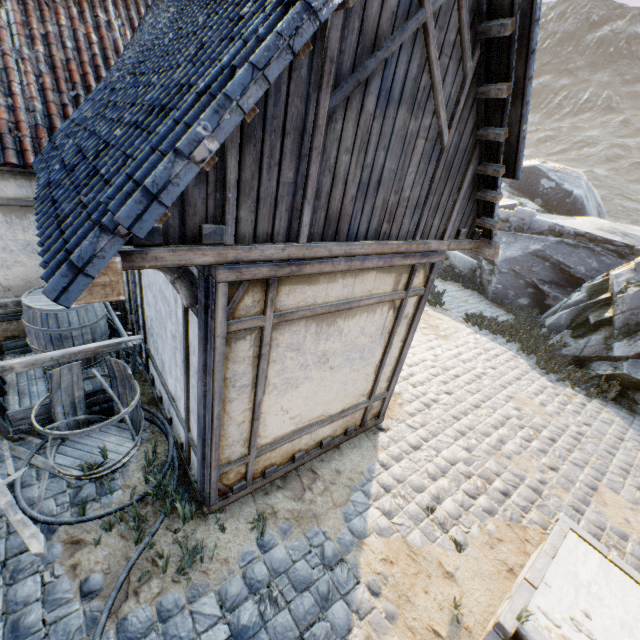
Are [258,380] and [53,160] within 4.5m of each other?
yes

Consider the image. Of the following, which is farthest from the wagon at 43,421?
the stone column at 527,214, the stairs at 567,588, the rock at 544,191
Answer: the stone column at 527,214

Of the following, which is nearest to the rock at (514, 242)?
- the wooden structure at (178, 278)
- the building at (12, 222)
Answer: the building at (12, 222)

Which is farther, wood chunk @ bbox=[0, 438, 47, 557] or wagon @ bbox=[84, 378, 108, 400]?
wagon @ bbox=[84, 378, 108, 400]

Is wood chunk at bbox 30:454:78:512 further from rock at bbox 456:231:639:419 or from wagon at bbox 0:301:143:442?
rock at bbox 456:231:639:419

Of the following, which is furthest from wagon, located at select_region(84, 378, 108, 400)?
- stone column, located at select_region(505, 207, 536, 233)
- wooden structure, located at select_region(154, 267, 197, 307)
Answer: stone column, located at select_region(505, 207, 536, 233)

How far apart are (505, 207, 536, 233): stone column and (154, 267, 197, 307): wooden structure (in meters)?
13.76

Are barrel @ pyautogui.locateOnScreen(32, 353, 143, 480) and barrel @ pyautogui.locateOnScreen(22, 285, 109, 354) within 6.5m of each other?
yes
